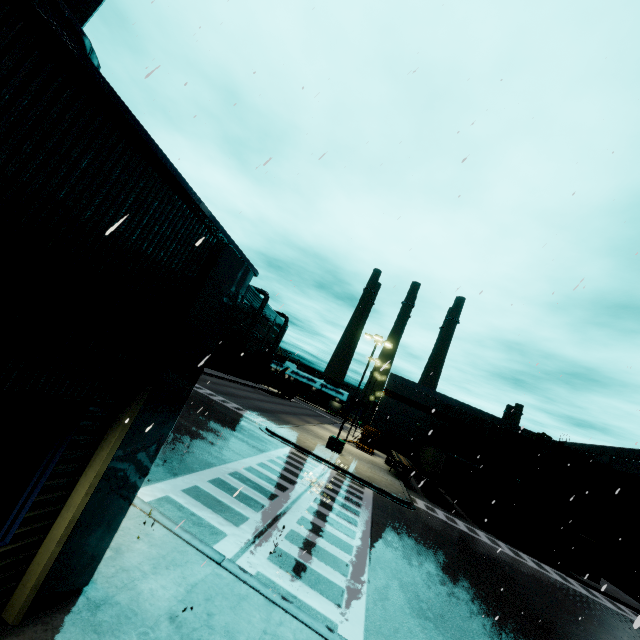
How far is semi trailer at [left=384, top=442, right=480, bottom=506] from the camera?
25.2m

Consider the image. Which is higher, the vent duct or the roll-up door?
the vent duct

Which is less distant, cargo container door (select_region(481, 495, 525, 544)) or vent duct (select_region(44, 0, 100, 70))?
vent duct (select_region(44, 0, 100, 70))

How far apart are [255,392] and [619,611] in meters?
42.3

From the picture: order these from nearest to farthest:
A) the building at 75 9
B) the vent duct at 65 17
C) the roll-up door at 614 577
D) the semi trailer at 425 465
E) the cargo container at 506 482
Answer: the vent duct at 65 17 < the building at 75 9 < the cargo container at 506 482 < the roll-up door at 614 577 < the semi trailer at 425 465

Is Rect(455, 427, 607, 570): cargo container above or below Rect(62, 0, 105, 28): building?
below

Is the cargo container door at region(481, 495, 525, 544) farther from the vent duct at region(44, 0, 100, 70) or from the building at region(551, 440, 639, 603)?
the vent duct at region(44, 0, 100, 70)

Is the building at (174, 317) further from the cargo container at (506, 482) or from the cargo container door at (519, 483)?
the cargo container door at (519, 483)
